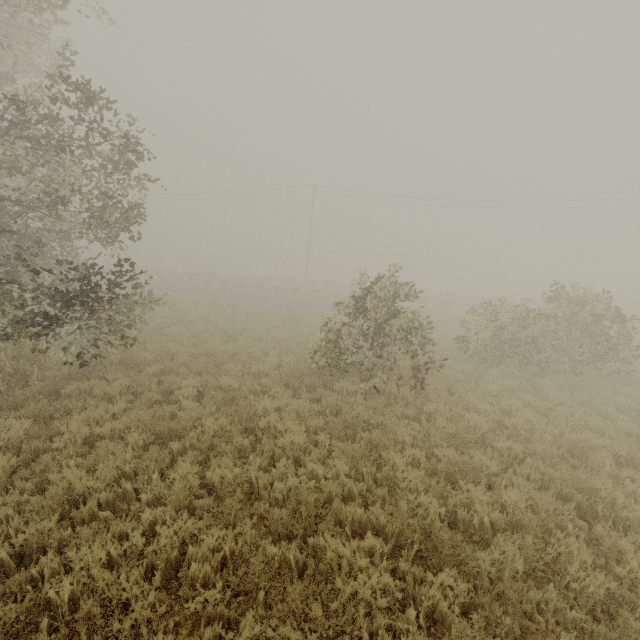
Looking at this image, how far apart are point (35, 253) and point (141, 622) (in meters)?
9.43
